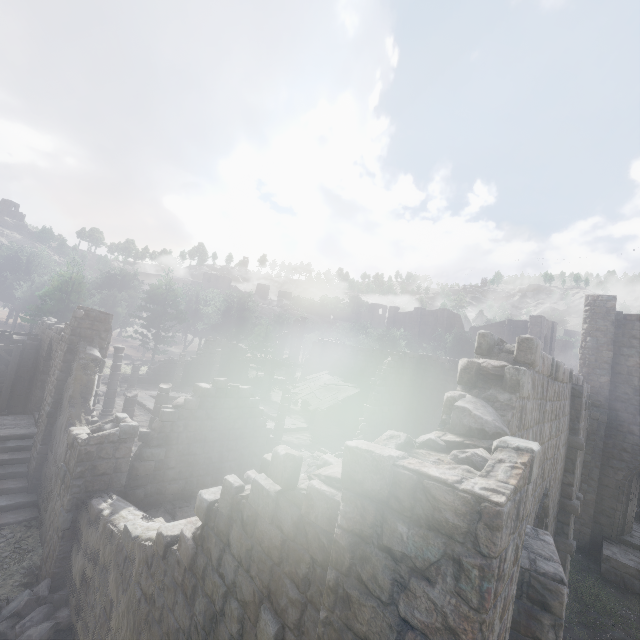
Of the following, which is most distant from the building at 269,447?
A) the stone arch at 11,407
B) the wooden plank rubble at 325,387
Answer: the wooden plank rubble at 325,387

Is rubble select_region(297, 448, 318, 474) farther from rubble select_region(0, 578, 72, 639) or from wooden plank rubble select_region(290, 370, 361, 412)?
rubble select_region(0, 578, 72, 639)

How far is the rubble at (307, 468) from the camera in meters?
14.6

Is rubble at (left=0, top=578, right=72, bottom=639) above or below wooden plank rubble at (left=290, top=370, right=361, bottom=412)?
below

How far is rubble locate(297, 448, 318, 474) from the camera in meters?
14.6

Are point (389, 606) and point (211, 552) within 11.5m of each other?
yes

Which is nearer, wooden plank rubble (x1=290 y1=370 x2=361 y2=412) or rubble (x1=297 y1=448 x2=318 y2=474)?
rubble (x1=297 y1=448 x2=318 y2=474)
